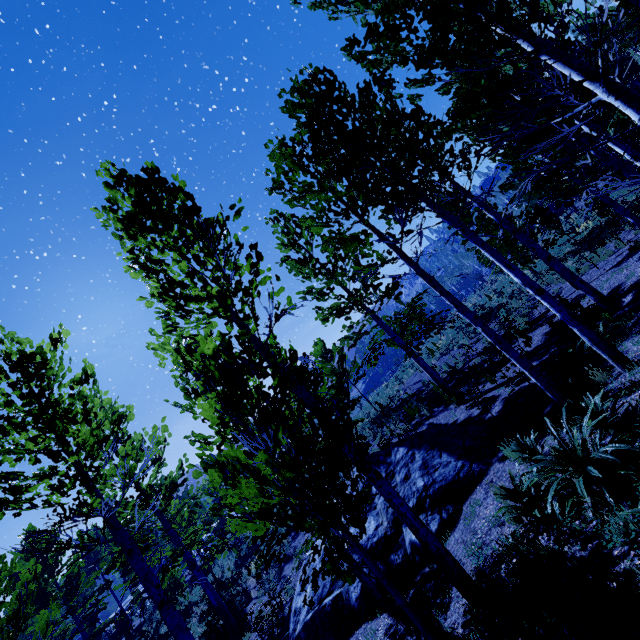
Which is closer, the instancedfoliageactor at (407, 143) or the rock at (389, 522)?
the instancedfoliageactor at (407, 143)

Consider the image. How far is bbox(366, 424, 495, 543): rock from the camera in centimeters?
742cm

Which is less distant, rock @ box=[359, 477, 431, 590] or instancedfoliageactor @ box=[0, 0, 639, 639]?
instancedfoliageactor @ box=[0, 0, 639, 639]

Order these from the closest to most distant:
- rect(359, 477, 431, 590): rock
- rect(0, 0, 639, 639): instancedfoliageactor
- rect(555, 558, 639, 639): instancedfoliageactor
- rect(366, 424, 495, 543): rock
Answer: rect(555, 558, 639, 639): instancedfoliageactor, rect(0, 0, 639, 639): instancedfoliageactor, rect(359, 477, 431, 590): rock, rect(366, 424, 495, 543): rock

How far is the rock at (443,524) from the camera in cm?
742

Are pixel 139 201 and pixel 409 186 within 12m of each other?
yes
